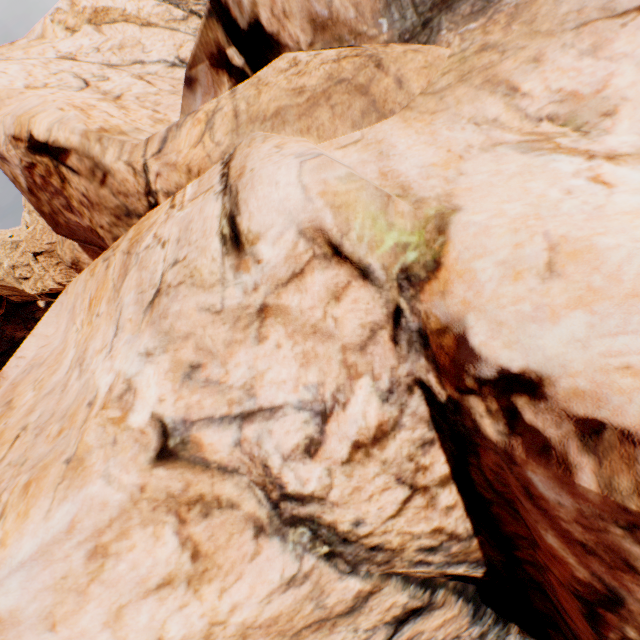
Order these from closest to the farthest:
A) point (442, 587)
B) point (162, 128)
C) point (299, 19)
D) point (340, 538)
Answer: point (340, 538) → point (442, 587) → point (299, 19) → point (162, 128)
